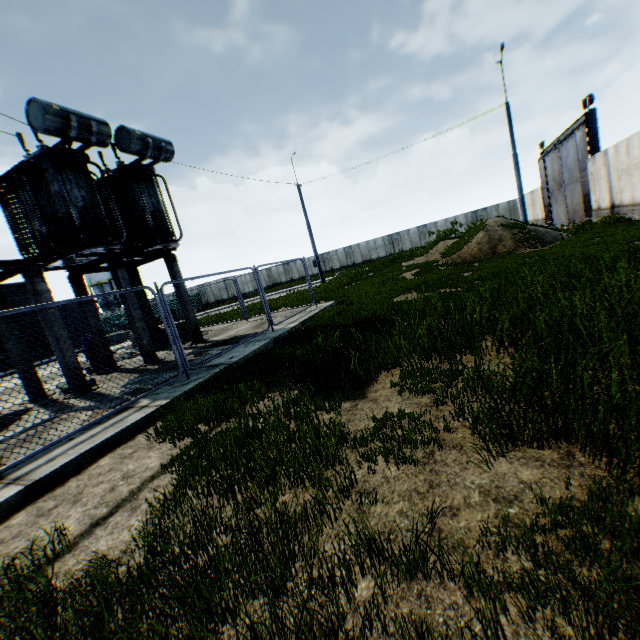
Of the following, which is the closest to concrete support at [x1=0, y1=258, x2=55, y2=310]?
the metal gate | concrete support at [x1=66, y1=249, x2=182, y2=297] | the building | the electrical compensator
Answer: the electrical compensator

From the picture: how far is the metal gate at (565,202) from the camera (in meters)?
18.14

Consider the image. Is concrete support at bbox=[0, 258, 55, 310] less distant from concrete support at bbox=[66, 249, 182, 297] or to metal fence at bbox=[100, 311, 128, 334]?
concrete support at bbox=[66, 249, 182, 297]

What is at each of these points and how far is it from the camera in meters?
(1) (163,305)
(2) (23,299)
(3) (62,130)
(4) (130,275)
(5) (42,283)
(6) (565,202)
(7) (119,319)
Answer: (1) metal fence, 6.8
(2) building, 29.1
(3) electrical compensator, 8.5
(4) concrete support, 12.7
(5) concrete support, 8.0
(6) metal gate, 23.5
(7) metal fence, 5.9

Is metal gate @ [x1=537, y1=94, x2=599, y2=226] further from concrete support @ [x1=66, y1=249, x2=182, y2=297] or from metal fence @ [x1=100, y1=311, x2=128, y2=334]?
concrete support @ [x1=66, y1=249, x2=182, y2=297]

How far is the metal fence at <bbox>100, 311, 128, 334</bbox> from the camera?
5.8 meters

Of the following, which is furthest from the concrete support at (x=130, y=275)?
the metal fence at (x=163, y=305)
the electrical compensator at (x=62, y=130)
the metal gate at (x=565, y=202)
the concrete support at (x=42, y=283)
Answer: the metal gate at (x=565, y=202)
